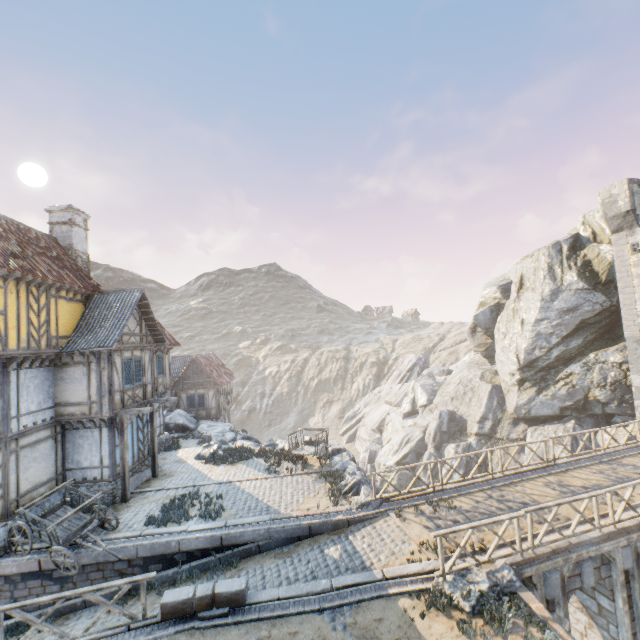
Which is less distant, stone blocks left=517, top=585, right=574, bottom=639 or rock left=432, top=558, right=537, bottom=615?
stone blocks left=517, top=585, right=574, bottom=639

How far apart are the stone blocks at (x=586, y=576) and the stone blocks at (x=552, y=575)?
1.10m

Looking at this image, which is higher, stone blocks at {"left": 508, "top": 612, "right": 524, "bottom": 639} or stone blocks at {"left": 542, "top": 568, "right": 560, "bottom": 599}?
stone blocks at {"left": 508, "top": 612, "right": 524, "bottom": 639}

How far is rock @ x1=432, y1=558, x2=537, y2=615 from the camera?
7.6m

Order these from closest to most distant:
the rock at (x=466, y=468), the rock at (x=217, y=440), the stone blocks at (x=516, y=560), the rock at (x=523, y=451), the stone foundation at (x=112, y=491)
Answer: the stone blocks at (x=516, y=560) → the stone foundation at (x=112, y=491) → the rock at (x=217, y=440) → the rock at (x=523, y=451) → the rock at (x=466, y=468)

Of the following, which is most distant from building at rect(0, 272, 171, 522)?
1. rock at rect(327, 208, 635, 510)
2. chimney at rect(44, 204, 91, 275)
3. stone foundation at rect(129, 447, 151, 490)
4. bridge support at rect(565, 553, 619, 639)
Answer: bridge support at rect(565, 553, 619, 639)

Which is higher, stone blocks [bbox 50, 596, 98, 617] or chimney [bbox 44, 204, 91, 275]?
chimney [bbox 44, 204, 91, 275]

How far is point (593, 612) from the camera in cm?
1039
